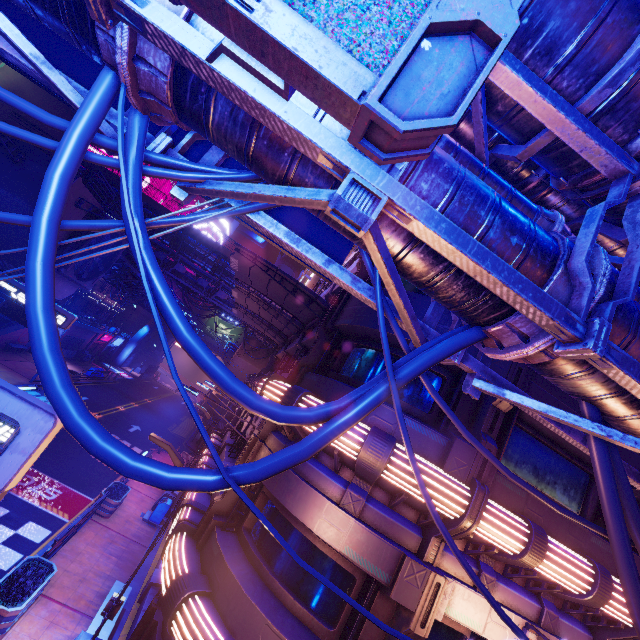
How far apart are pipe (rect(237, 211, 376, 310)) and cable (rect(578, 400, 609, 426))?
0.00m

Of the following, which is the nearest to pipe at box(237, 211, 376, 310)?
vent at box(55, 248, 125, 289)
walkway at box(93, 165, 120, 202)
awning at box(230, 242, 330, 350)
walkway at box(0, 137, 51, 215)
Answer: awning at box(230, 242, 330, 350)

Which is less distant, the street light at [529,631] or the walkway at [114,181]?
the street light at [529,631]

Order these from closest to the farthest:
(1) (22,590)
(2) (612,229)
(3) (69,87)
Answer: (3) (69,87) → (2) (612,229) → (1) (22,590)

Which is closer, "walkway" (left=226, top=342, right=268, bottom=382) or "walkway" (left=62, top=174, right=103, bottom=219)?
"walkway" (left=62, top=174, right=103, bottom=219)

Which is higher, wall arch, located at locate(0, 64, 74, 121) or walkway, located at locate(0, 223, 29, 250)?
wall arch, located at locate(0, 64, 74, 121)

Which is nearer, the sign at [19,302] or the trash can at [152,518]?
the sign at [19,302]

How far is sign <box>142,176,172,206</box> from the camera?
44.2m
